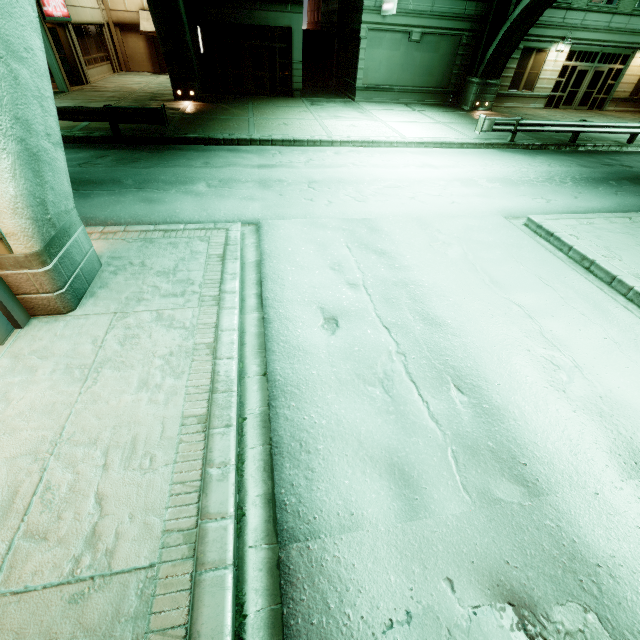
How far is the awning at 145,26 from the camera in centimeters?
2486cm

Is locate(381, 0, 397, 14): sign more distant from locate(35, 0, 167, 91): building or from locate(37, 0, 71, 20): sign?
locate(37, 0, 71, 20): sign

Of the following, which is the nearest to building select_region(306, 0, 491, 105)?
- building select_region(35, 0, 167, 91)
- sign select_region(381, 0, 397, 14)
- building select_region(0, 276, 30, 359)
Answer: sign select_region(381, 0, 397, 14)

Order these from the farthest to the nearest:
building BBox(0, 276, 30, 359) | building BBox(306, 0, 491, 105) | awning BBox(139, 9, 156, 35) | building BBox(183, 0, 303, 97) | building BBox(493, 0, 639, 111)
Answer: awning BBox(139, 9, 156, 35), building BBox(493, 0, 639, 111), building BBox(306, 0, 491, 105), building BBox(183, 0, 303, 97), building BBox(0, 276, 30, 359)

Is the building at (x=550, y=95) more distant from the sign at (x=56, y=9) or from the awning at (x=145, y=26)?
the sign at (x=56, y=9)

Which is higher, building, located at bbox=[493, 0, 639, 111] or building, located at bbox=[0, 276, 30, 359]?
building, located at bbox=[493, 0, 639, 111]

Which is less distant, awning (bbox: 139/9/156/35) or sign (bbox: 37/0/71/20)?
sign (bbox: 37/0/71/20)

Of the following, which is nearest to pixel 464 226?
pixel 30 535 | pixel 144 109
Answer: pixel 30 535
